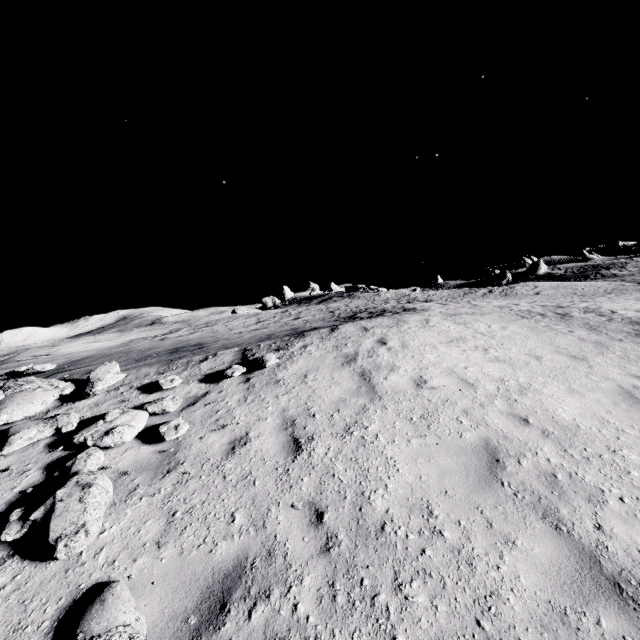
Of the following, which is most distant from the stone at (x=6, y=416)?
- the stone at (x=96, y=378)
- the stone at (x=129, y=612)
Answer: the stone at (x=129, y=612)

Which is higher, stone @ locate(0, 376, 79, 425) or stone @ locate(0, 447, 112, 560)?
stone @ locate(0, 376, 79, 425)

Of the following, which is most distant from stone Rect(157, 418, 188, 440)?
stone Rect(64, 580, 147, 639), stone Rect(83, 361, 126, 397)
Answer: stone Rect(64, 580, 147, 639)

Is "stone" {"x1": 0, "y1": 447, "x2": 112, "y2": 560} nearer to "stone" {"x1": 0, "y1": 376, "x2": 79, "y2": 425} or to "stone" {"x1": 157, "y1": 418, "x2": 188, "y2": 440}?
"stone" {"x1": 157, "y1": 418, "x2": 188, "y2": 440}

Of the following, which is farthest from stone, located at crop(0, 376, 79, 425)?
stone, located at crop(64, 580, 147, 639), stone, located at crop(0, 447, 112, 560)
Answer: stone, located at crop(64, 580, 147, 639)

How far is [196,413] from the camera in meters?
6.7 m

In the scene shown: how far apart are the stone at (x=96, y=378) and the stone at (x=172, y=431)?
1.3m

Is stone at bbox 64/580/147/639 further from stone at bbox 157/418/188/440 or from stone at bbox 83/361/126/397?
stone at bbox 83/361/126/397
